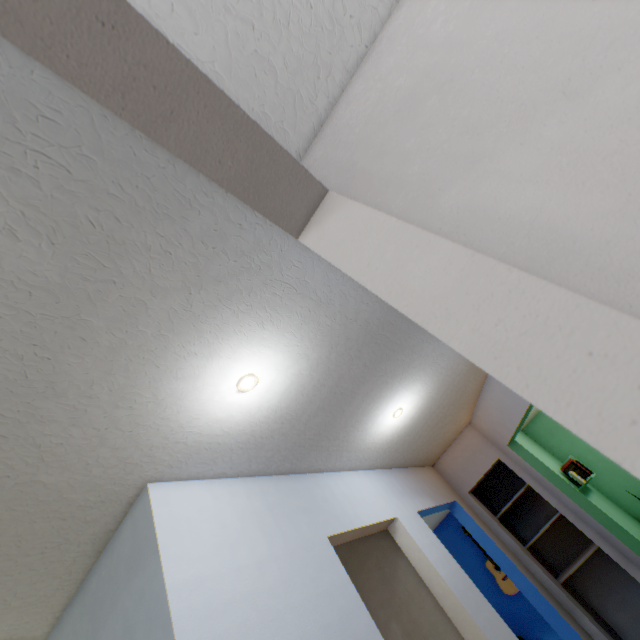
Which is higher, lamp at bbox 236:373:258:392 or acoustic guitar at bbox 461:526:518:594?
lamp at bbox 236:373:258:392

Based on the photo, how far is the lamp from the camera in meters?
1.3 m

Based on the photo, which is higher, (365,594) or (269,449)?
(269,449)

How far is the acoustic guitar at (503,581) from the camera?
4.7m

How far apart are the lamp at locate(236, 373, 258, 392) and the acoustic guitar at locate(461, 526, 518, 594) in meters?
5.6 m

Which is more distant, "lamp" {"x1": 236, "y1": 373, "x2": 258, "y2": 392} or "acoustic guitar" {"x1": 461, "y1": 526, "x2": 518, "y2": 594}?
"acoustic guitar" {"x1": 461, "y1": 526, "x2": 518, "y2": 594}

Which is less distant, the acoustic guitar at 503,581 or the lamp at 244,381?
the lamp at 244,381

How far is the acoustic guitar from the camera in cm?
467
